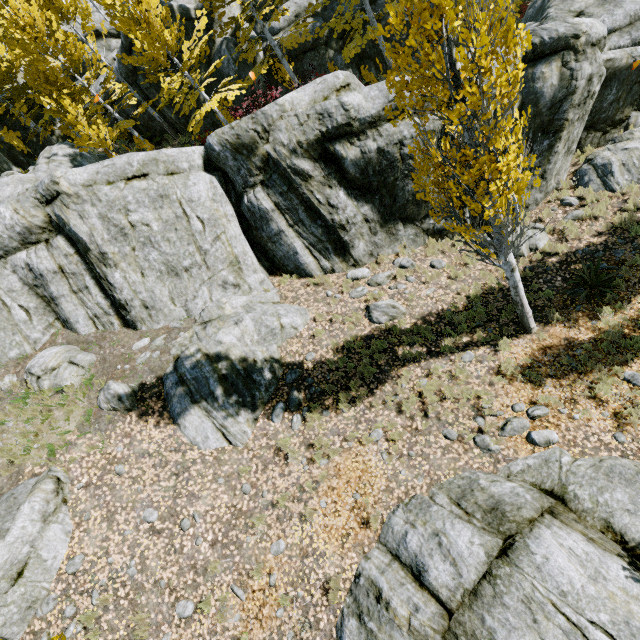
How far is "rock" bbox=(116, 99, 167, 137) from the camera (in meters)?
18.16

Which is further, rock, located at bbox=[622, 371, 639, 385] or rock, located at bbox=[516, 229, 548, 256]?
rock, located at bbox=[516, 229, 548, 256]

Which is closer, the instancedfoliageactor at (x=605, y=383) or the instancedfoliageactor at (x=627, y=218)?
the instancedfoliageactor at (x=605, y=383)

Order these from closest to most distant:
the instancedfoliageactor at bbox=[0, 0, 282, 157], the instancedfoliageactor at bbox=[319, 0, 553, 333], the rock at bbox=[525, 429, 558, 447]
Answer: A: the instancedfoliageactor at bbox=[319, 0, 553, 333], the rock at bbox=[525, 429, 558, 447], the instancedfoliageactor at bbox=[0, 0, 282, 157]

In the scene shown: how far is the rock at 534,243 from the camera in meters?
10.1

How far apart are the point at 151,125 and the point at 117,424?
18.14m
